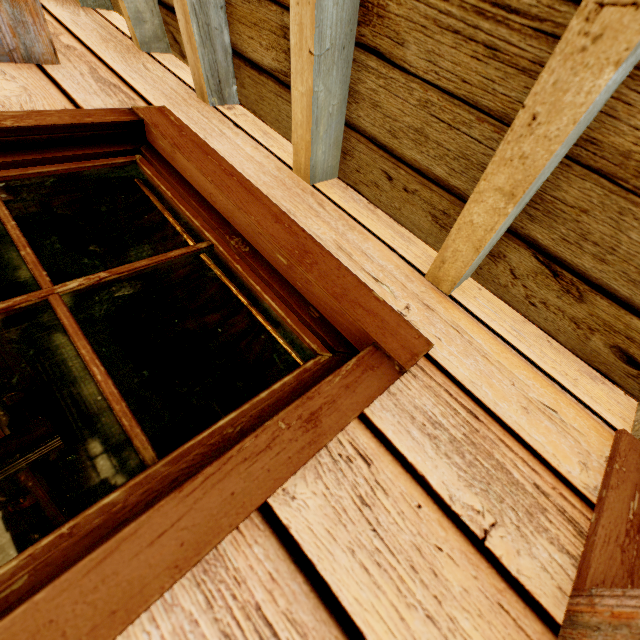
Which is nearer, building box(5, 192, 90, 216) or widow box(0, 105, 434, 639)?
widow box(0, 105, 434, 639)

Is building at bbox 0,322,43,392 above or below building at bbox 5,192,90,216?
below

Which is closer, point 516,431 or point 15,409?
point 516,431

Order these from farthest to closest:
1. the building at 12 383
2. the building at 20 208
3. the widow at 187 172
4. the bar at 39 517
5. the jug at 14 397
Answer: the building at 12 383 < the building at 20 208 < the jug at 14 397 < the bar at 39 517 < the widow at 187 172

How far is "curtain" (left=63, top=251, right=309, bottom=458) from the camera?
0.85m

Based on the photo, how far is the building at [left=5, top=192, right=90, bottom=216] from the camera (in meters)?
5.89

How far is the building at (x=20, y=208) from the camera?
5.9 meters
